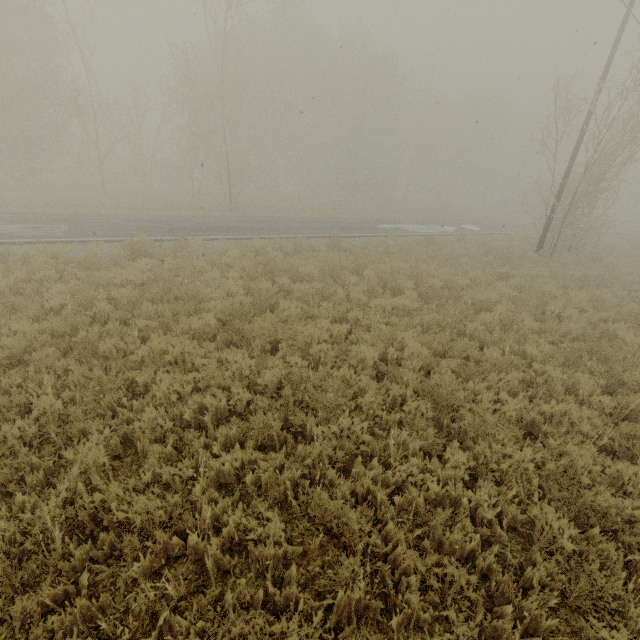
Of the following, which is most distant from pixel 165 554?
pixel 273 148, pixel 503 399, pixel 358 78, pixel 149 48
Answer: pixel 358 78
